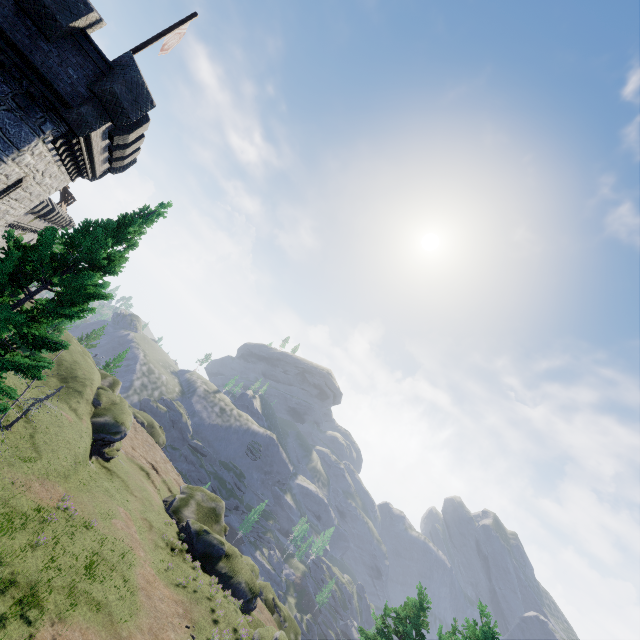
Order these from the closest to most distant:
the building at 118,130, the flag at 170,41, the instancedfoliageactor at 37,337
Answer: the instancedfoliageactor at 37,337 < the building at 118,130 < the flag at 170,41

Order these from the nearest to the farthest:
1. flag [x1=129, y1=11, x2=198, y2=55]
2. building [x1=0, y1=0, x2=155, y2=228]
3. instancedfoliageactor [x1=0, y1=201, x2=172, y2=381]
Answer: instancedfoliageactor [x1=0, y1=201, x2=172, y2=381]
building [x1=0, y1=0, x2=155, y2=228]
flag [x1=129, y1=11, x2=198, y2=55]

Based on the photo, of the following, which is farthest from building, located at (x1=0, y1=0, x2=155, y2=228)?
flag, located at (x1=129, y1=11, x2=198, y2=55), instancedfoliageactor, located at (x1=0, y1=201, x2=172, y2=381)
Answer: instancedfoliageactor, located at (x1=0, y1=201, x2=172, y2=381)

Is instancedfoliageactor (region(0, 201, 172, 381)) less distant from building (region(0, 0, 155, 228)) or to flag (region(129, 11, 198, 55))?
building (region(0, 0, 155, 228))

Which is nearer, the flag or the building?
the building

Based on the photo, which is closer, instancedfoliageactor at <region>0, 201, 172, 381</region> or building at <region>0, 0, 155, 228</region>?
instancedfoliageactor at <region>0, 201, 172, 381</region>

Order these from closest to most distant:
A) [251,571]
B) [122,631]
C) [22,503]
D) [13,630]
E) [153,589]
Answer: [13,630] < [122,631] < [22,503] < [153,589] < [251,571]

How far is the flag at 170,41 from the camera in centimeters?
1307cm
